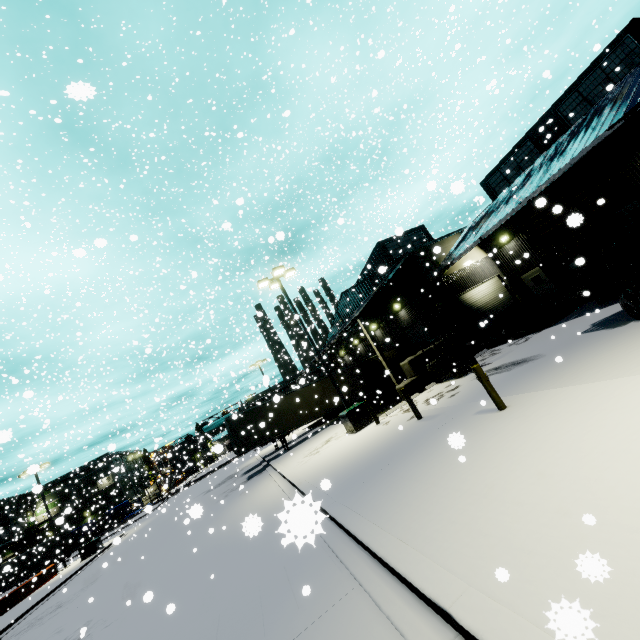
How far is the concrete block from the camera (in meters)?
17.56

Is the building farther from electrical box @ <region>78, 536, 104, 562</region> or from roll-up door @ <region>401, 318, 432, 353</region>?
electrical box @ <region>78, 536, 104, 562</region>

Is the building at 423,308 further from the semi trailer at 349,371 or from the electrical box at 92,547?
the electrical box at 92,547

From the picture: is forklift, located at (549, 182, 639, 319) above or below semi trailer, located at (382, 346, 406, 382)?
below

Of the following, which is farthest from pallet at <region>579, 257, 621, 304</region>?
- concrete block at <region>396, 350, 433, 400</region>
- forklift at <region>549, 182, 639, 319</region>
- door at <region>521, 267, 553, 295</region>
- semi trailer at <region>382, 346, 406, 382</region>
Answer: concrete block at <region>396, 350, 433, 400</region>

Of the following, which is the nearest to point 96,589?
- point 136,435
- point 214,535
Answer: point 214,535

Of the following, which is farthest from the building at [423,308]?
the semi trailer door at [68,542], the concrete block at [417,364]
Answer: the semi trailer door at [68,542]

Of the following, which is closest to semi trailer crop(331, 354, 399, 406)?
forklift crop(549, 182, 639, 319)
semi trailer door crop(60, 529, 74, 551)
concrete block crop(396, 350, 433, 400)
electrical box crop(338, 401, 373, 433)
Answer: semi trailer door crop(60, 529, 74, 551)
